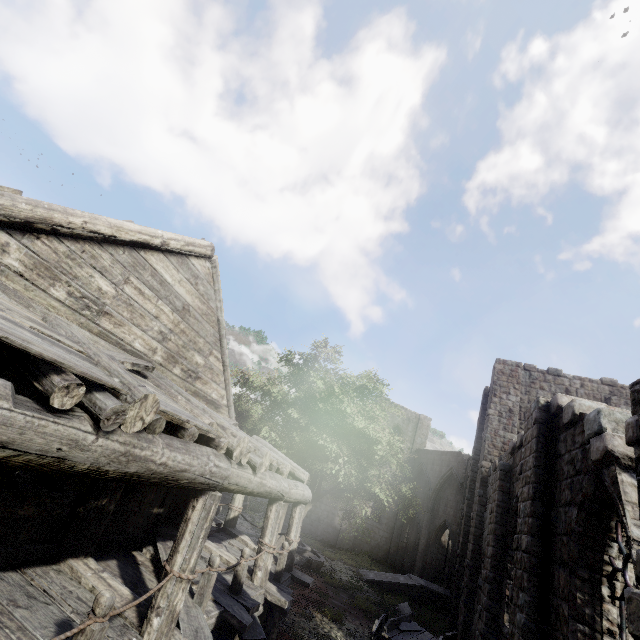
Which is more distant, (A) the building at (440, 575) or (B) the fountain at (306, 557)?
(A) the building at (440, 575)

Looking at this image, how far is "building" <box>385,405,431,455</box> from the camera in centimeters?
3169cm

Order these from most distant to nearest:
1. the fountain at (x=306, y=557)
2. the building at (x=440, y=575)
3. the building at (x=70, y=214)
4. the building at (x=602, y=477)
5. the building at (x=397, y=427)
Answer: the building at (x=397, y=427), the building at (x=440, y=575), the fountain at (x=306, y=557), the building at (x=602, y=477), the building at (x=70, y=214)

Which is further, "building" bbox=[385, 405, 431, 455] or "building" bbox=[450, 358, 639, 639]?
"building" bbox=[385, 405, 431, 455]

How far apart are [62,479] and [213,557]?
2.77m

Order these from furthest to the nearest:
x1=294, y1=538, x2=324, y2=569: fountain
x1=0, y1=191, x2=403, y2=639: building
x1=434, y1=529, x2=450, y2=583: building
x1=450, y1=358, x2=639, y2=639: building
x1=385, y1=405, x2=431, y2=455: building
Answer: x1=385, y1=405, x2=431, y2=455: building < x1=434, y1=529, x2=450, y2=583: building < x1=294, y1=538, x2=324, y2=569: fountain < x1=450, y1=358, x2=639, y2=639: building < x1=0, y1=191, x2=403, y2=639: building

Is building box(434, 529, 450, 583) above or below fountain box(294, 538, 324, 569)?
above

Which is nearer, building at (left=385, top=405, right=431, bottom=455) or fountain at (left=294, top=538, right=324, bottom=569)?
fountain at (left=294, top=538, right=324, bottom=569)
